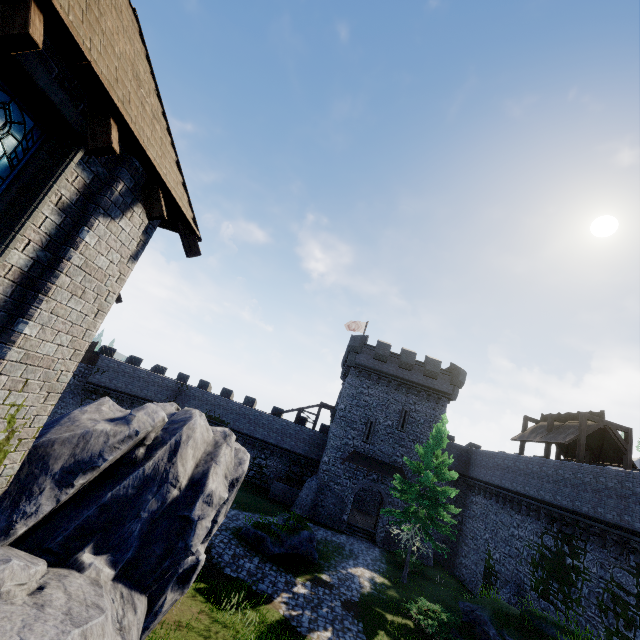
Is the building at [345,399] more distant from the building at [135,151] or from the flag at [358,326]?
the building at [135,151]

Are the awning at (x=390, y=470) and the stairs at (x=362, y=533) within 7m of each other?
yes

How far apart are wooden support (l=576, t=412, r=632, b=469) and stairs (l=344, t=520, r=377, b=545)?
16.2 meters

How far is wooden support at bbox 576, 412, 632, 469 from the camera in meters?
19.7 m

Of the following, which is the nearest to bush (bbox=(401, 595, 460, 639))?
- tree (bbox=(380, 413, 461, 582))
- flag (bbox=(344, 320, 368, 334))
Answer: tree (bbox=(380, 413, 461, 582))

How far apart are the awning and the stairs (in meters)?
4.40

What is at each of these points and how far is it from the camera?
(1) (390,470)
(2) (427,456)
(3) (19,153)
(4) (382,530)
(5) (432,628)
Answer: (1) awning, 28.8m
(2) tree, 21.3m
(3) window glass, 3.9m
(4) building, 27.4m
(5) bush, 14.1m

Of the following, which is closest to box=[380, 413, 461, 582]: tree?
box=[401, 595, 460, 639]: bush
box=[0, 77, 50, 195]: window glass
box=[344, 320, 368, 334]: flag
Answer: box=[401, 595, 460, 639]: bush
